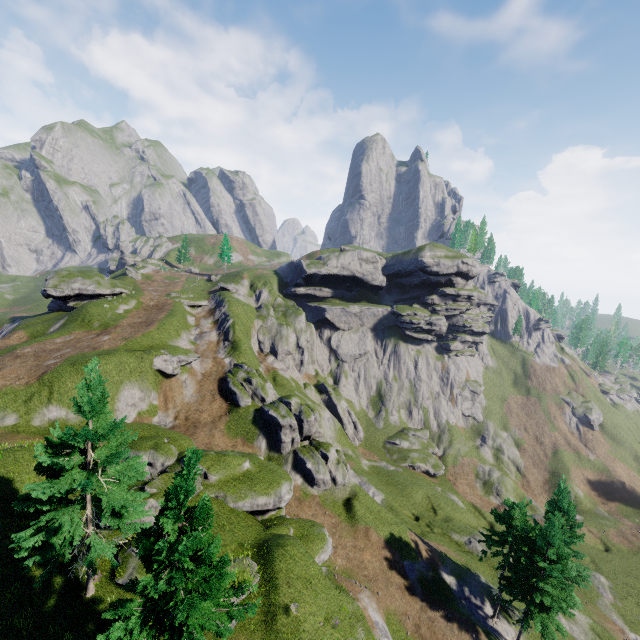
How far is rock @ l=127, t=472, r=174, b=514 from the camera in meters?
21.7

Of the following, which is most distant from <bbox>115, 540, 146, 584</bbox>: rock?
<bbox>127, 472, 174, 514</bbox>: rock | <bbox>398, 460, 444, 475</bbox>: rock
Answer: <bbox>398, 460, 444, 475</bbox>: rock

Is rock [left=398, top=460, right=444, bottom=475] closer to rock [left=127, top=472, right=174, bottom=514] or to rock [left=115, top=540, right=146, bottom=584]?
rock [left=127, top=472, right=174, bottom=514]

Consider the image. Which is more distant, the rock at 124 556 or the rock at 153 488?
the rock at 153 488

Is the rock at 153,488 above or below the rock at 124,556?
above

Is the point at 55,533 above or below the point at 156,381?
above

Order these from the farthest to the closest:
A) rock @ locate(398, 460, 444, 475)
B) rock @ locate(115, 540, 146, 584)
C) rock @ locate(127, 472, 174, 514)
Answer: rock @ locate(398, 460, 444, 475), rock @ locate(127, 472, 174, 514), rock @ locate(115, 540, 146, 584)
